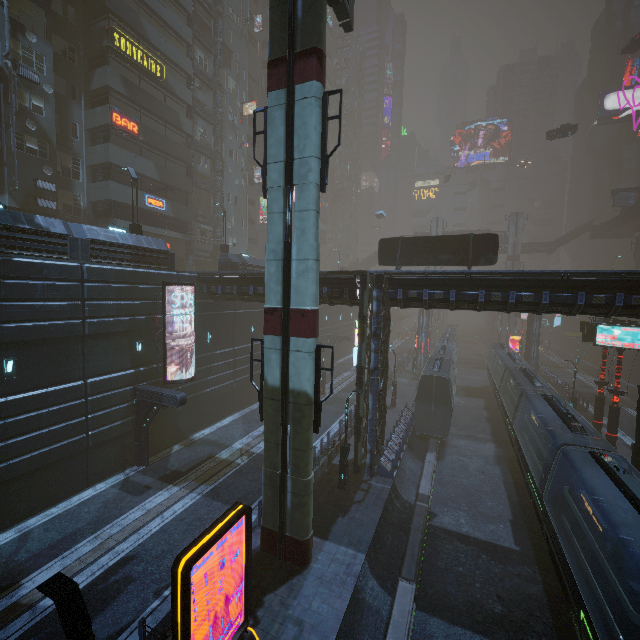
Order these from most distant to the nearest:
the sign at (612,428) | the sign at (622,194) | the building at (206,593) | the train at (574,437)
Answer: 1. the sign at (622,194)
2. the sign at (612,428)
3. the building at (206,593)
4. the train at (574,437)

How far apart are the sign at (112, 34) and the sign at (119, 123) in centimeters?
434cm

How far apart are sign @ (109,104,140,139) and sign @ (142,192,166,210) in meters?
4.4 m

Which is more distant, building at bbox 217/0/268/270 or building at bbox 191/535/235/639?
building at bbox 217/0/268/270

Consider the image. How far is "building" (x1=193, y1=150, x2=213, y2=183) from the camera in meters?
38.8

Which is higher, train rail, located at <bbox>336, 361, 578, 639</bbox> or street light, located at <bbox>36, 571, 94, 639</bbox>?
street light, located at <bbox>36, 571, 94, 639</bbox>

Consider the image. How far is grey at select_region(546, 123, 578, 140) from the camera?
40.0m

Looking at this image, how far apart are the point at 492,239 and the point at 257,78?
49.9m
